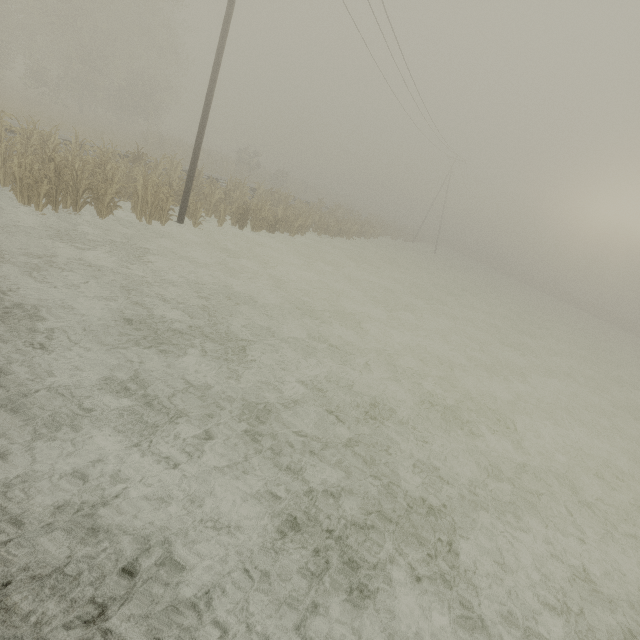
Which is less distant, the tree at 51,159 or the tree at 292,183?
the tree at 51,159

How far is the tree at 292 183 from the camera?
16.4 meters

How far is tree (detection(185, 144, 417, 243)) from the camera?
16.36m

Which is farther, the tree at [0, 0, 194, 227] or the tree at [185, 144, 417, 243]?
the tree at [185, 144, 417, 243]

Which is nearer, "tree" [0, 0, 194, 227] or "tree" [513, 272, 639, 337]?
"tree" [0, 0, 194, 227]

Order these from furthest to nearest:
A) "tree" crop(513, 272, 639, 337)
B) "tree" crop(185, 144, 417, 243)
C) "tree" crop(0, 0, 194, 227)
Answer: "tree" crop(513, 272, 639, 337), "tree" crop(185, 144, 417, 243), "tree" crop(0, 0, 194, 227)

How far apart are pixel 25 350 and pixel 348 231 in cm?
2453
